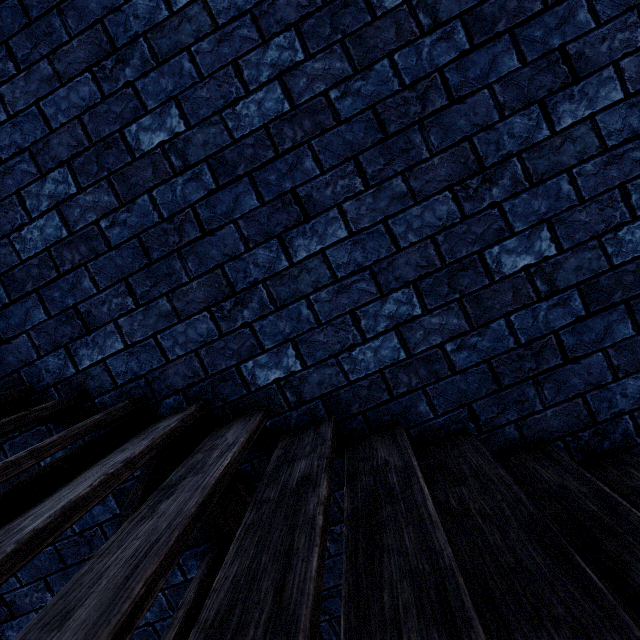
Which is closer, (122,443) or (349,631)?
(349,631)
